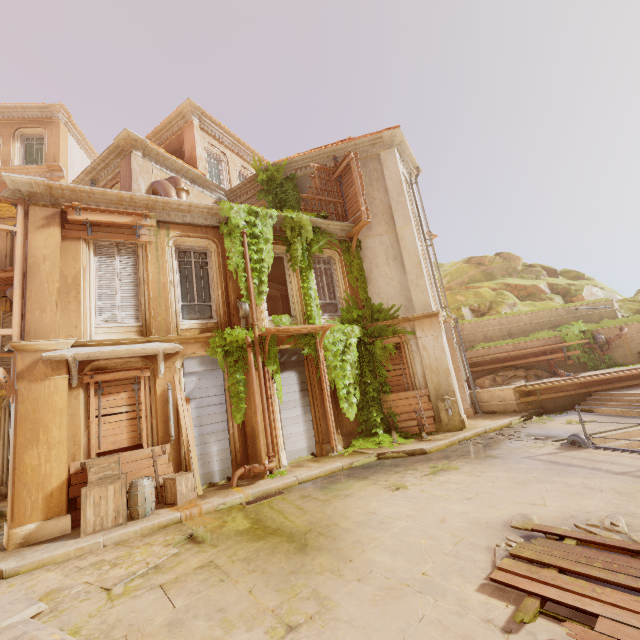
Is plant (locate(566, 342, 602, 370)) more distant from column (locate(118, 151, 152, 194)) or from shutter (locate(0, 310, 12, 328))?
shutter (locate(0, 310, 12, 328))

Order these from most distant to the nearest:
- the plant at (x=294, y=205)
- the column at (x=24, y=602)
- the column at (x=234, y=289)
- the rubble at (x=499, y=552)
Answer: the plant at (x=294, y=205) < the column at (x=234, y=289) < the rubble at (x=499, y=552) < the column at (x=24, y=602)

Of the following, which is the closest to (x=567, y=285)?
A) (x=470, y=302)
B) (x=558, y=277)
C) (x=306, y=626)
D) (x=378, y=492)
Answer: (x=558, y=277)

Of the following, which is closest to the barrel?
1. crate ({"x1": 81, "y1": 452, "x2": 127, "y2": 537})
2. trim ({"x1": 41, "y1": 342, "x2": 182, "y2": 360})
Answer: crate ({"x1": 81, "y1": 452, "x2": 127, "y2": 537})

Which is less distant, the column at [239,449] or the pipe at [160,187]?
the column at [239,449]

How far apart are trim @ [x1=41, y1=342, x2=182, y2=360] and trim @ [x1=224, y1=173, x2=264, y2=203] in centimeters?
958cm

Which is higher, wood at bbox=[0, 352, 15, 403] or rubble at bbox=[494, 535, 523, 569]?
wood at bbox=[0, 352, 15, 403]

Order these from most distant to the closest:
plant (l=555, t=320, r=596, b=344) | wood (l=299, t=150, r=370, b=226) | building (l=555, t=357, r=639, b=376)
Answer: plant (l=555, t=320, r=596, b=344), building (l=555, t=357, r=639, b=376), wood (l=299, t=150, r=370, b=226)
